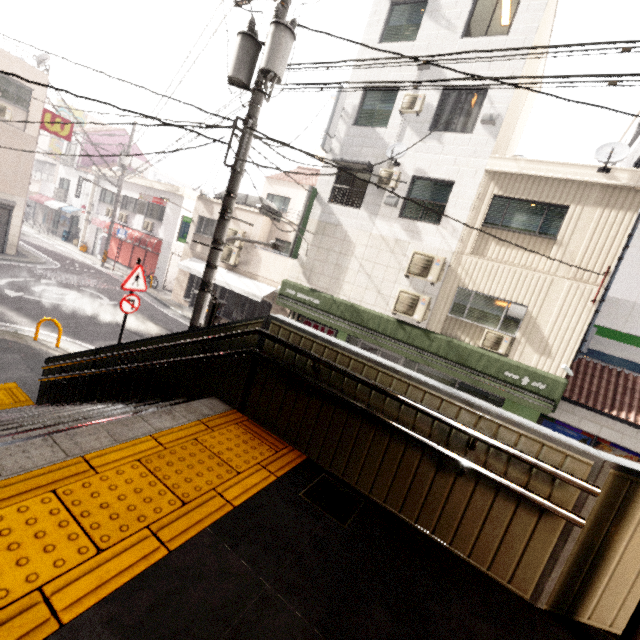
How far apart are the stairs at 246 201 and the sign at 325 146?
4.5 meters

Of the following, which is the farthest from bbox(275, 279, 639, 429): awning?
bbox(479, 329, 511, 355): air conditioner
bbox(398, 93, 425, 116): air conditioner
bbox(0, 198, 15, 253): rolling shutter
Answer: bbox(0, 198, 15, 253): rolling shutter

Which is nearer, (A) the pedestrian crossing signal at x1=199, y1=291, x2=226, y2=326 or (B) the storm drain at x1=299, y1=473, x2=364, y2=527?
(B) the storm drain at x1=299, y1=473, x2=364, y2=527

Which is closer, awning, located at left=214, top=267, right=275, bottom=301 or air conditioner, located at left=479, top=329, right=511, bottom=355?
air conditioner, located at left=479, top=329, right=511, bottom=355

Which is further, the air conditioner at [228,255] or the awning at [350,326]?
the air conditioner at [228,255]

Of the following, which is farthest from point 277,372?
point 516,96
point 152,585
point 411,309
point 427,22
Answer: point 427,22

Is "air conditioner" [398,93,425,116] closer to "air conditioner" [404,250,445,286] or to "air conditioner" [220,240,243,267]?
"air conditioner" [404,250,445,286]

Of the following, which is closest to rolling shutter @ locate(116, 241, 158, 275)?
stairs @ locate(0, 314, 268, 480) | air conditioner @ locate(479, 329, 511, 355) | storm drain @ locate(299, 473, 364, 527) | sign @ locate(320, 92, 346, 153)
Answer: sign @ locate(320, 92, 346, 153)
